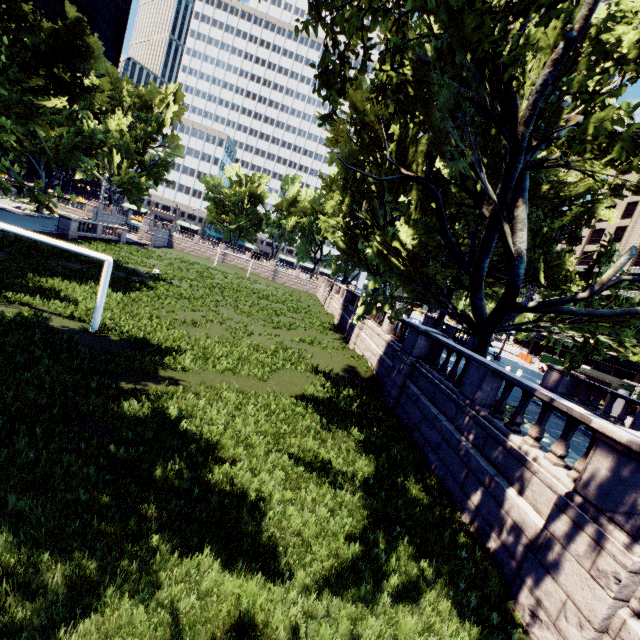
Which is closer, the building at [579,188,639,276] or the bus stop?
the bus stop

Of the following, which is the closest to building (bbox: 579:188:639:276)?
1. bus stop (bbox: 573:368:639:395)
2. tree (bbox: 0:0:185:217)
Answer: tree (bbox: 0:0:185:217)

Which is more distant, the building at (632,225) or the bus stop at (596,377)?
the building at (632,225)

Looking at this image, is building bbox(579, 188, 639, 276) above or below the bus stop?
above

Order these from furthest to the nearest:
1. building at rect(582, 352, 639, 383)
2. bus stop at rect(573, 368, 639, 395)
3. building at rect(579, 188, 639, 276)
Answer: building at rect(579, 188, 639, 276), building at rect(582, 352, 639, 383), bus stop at rect(573, 368, 639, 395)

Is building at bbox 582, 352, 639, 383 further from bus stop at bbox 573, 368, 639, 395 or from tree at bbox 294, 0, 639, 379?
bus stop at bbox 573, 368, 639, 395

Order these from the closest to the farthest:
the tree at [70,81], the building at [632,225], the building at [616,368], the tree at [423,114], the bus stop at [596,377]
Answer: the tree at [423,114] → the tree at [70,81] → the bus stop at [596,377] → the building at [616,368] → the building at [632,225]

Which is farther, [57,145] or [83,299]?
[57,145]
